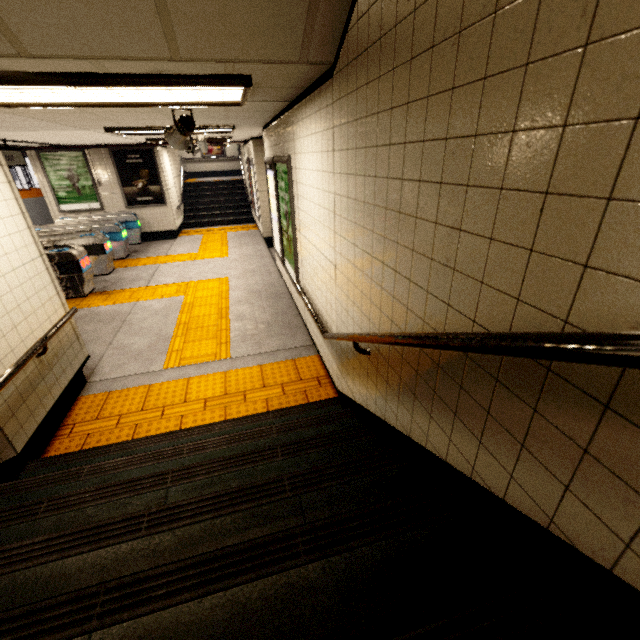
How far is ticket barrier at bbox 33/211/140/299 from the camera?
6.4m

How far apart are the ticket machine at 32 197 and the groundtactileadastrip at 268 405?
9.8m

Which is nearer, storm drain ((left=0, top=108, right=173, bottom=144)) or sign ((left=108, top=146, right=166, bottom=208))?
storm drain ((left=0, top=108, right=173, bottom=144))

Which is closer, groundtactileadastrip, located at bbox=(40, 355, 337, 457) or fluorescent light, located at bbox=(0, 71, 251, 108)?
fluorescent light, located at bbox=(0, 71, 251, 108)

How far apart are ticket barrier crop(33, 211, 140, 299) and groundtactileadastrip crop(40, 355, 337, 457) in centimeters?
526cm

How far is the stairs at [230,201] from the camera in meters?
13.3 m

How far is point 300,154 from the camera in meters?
3.3

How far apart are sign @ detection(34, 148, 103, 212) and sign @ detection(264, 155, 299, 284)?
8.4 meters
